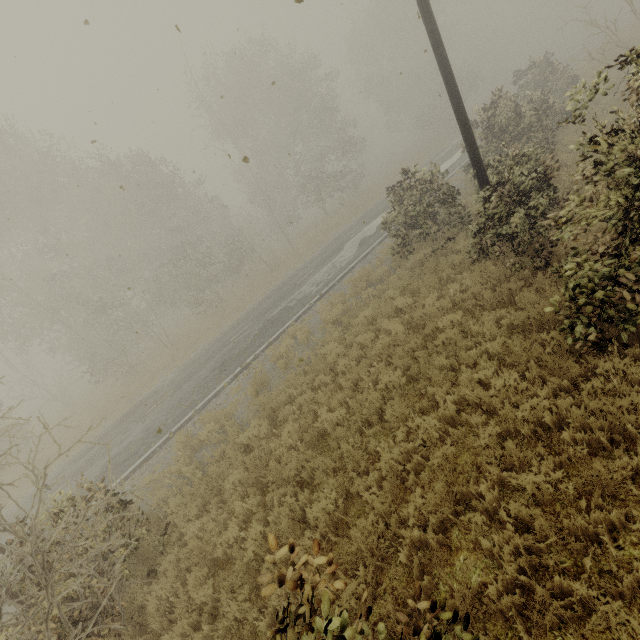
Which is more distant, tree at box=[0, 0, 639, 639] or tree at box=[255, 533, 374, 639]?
tree at box=[0, 0, 639, 639]

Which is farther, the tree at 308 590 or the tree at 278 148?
the tree at 278 148

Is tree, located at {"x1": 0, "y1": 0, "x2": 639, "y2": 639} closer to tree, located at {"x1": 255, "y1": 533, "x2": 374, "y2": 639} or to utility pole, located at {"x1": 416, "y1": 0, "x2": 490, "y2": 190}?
utility pole, located at {"x1": 416, "y1": 0, "x2": 490, "y2": 190}

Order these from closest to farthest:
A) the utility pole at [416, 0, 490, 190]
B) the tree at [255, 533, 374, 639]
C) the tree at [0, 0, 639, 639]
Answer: the tree at [255, 533, 374, 639], the tree at [0, 0, 639, 639], the utility pole at [416, 0, 490, 190]

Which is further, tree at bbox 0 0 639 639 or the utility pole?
the utility pole

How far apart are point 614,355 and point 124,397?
21.6m

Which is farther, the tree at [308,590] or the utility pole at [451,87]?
the utility pole at [451,87]

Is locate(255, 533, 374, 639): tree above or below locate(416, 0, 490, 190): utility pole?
below
